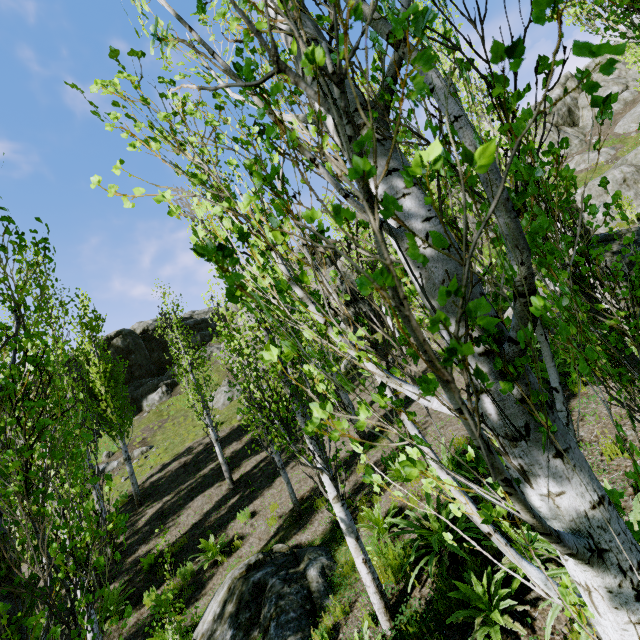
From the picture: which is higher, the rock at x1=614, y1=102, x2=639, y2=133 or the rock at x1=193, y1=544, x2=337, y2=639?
the rock at x1=614, y1=102, x2=639, y2=133

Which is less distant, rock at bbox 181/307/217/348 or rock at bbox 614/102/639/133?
rock at bbox 614/102/639/133

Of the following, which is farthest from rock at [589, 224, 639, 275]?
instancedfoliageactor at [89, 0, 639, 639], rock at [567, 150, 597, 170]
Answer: rock at [567, 150, 597, 170]

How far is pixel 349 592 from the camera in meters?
5.9

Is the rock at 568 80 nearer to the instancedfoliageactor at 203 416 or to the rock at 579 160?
the instancedfoliageactor at 203 416

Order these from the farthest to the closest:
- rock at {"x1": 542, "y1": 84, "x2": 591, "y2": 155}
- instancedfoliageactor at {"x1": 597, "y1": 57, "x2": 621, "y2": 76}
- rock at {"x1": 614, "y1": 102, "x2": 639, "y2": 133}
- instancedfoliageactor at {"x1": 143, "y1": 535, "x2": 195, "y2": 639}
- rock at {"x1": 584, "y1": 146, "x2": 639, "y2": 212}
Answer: rock at {"x1": 542, "y1": 84, "x2": 591, "y2": 155} < rock at {"x1": 614, "y1": 102, "x2": 639, "y2": 133} < rock at {"x1": 584, "y1": 146, "x2": 639, "y2": 212} < instancedfoliageactor at {"x1": 143, "y1": 535, "x2": 195, "y2": 639} < instancedfoliageactor at {"x1": 597, "y1": 57, "x2": 621, "y2": 76}

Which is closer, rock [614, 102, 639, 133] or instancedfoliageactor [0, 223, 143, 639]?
instancedfoliageactor [0, 223, 143, 639]

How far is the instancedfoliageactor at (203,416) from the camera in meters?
13.1 m
